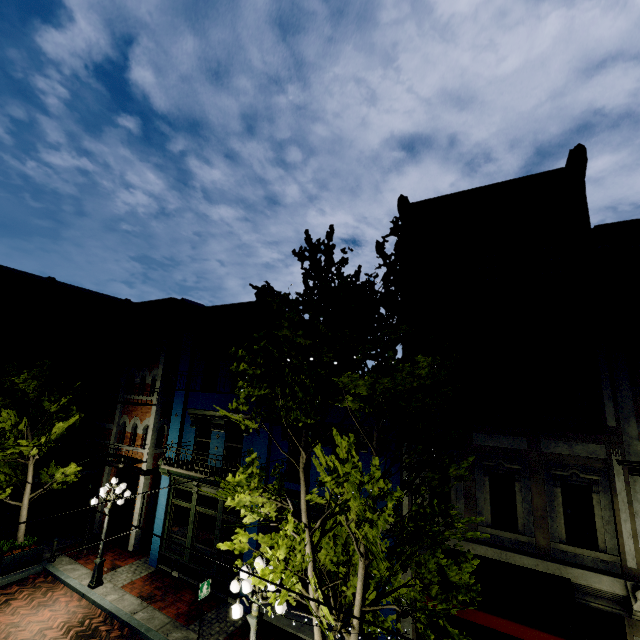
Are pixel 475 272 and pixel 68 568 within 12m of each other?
no

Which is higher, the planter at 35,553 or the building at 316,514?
the building at 316,514

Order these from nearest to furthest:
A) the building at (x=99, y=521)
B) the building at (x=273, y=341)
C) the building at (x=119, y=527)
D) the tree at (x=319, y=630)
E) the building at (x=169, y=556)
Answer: Answer:
1. the tree at (x=319, y=630)
2. the building at (x=169, y=556)
3. the building at (x=273, y=341)
4. the building at (x=119, y=527)
5. the building at (x=99, y=521)

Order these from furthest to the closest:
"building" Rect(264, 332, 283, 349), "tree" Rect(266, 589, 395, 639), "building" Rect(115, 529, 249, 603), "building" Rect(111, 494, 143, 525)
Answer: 1. "building" Rect(111, 494, 143, 525)
2. "building" Rect(264, 332, 283, 349)
3. "building" Rect(115, 529, 249, 603)
4. "tree" Rect(266, 589, 395, 639)

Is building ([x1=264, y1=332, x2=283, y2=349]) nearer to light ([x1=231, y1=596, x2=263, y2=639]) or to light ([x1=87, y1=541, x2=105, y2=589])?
light ([x1=87, y1=541, x2=105, y2=589])

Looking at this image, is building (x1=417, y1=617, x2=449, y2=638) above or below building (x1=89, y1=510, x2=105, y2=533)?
above

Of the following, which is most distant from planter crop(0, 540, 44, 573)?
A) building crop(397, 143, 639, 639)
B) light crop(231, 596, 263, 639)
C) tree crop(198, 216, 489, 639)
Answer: light crop(231, 596, 263, 639)
